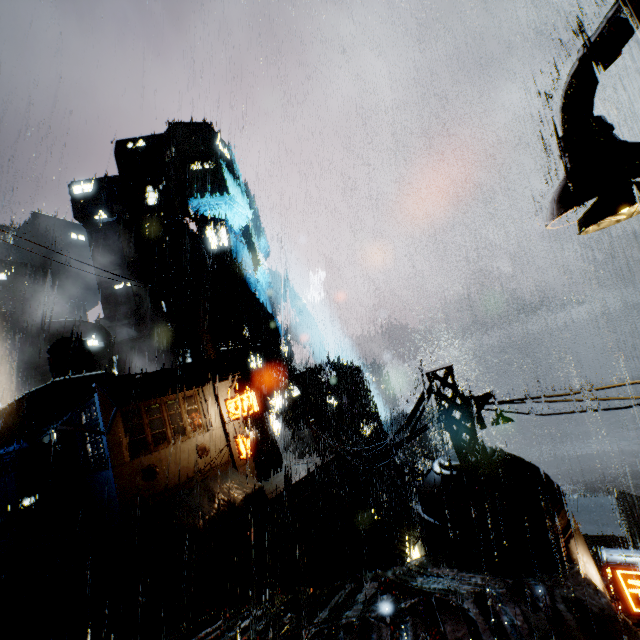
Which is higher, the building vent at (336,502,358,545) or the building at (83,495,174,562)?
the building at (83,495,174,562)

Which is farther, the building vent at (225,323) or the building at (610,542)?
the building vent at (225,323)

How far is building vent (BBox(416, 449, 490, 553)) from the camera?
8.70m

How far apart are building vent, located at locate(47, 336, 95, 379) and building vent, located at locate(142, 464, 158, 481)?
19.4m

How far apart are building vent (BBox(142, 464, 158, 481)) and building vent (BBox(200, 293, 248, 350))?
26.6m

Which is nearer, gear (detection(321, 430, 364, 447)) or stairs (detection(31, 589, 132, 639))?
stairs (detection(31, 589, 132, 639))

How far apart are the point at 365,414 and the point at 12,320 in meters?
58.1 m

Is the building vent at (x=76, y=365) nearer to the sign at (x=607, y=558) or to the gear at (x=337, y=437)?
the gear at (x=337, y=437)
